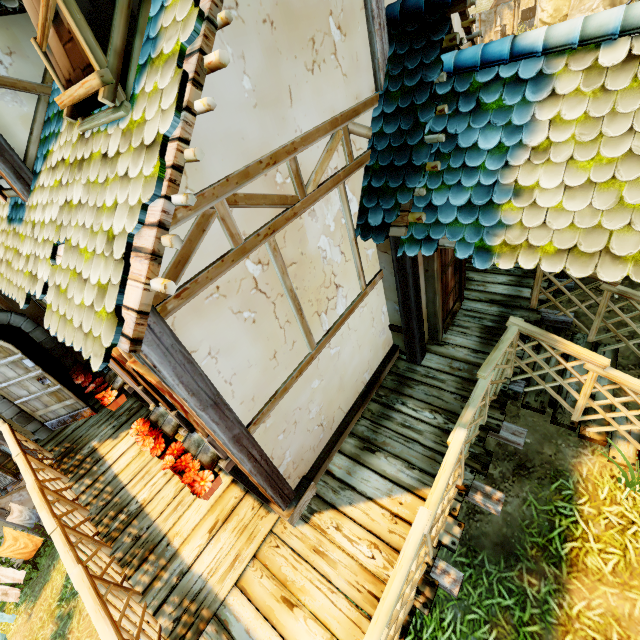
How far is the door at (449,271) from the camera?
4.7m

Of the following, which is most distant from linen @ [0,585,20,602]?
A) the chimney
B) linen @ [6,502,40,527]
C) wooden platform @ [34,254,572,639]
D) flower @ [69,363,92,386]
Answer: the chimney

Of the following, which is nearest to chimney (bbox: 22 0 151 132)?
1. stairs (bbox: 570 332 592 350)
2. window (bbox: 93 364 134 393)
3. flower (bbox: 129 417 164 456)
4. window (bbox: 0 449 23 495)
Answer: window (bbox: 93 364 134 393)

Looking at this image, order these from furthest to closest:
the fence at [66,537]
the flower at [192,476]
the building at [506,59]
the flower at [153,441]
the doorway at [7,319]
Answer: the doorway at [7,319] < the flower at [153,441] < the flower at [192,476] < the fence at [66,537] < the building at [506,59]

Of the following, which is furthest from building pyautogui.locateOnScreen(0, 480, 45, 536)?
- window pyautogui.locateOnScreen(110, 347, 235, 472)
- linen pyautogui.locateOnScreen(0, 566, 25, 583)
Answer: linen pyautogui.locateOnScreen(0, 566, 25, 583)

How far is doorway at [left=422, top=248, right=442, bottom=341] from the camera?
4.4m

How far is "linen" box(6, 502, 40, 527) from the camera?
8.5m

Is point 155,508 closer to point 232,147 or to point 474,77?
point 232,147
